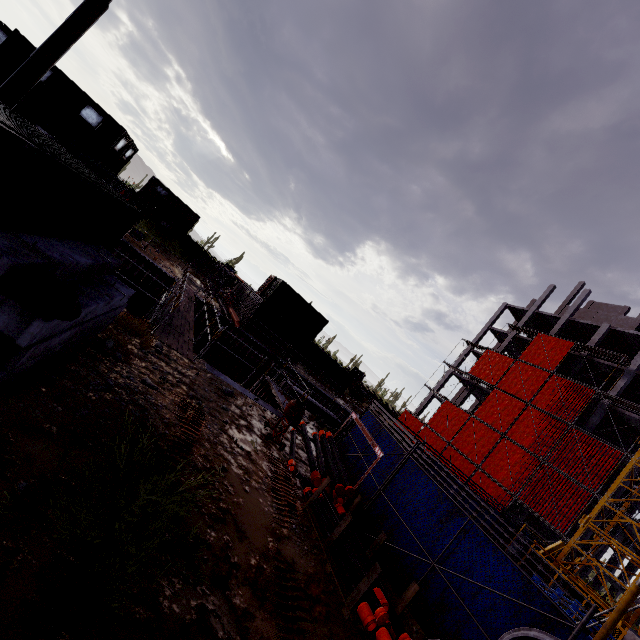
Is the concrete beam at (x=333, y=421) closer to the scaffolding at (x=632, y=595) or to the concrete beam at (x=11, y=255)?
the concrete beam at (x=11, y=255)

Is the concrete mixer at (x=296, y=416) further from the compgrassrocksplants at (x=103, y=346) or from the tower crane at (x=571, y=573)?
the tower crane at (x=571, y=573)

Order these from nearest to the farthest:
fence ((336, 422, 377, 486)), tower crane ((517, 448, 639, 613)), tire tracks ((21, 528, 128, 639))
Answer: tire tracks ((21, 528, 128, 639)) → fence ((336, 422, 377, 486)) → tower crane ((517, 448, 639, 613))

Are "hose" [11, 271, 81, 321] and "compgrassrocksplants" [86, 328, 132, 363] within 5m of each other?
yes

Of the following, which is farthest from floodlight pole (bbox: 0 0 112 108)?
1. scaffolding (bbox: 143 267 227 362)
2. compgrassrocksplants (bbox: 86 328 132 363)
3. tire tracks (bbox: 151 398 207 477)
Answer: tire tracks (bbox: 151 398 207 477)

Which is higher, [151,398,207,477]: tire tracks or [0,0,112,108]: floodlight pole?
[0,0,112,108]: floodlight pole

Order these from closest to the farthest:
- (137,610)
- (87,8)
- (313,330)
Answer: (137,610), (87,8), (313,330)

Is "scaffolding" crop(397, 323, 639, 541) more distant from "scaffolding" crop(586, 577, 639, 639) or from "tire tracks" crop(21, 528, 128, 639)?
"scaffolding" crop(586, 577, 639, 639)
